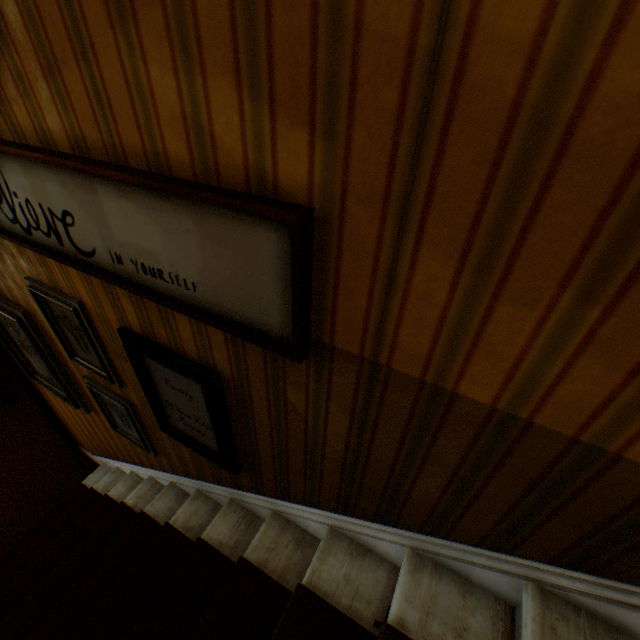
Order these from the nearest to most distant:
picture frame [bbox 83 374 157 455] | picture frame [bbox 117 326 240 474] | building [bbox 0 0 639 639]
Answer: building [bbox 0 0 639 639] → picture frame [bbox 117 326 240 474] → picture frame [bbox 83 374 157 455]

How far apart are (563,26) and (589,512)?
1.0m

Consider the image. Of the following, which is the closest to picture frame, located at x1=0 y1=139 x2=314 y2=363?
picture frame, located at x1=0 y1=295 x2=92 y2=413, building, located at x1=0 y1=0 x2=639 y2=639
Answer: building, located at x1=0 y1=0 x2=639 y2=639

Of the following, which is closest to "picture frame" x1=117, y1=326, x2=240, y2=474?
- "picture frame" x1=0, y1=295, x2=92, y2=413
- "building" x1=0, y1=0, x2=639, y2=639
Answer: "building" x1=0, y1=0, x2=639, y2=639

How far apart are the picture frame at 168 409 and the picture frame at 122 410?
0.3 meters

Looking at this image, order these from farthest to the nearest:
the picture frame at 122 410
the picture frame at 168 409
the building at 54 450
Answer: the picture frame at 122 410 → the picture frame at 168 409 → the building at 54 450

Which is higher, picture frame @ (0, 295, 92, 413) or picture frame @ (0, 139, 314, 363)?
picture frame @ (0, 139, 314, 363)
